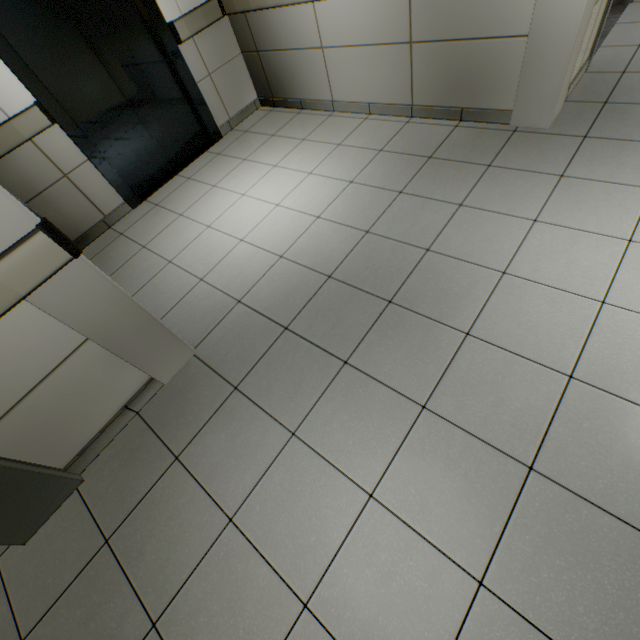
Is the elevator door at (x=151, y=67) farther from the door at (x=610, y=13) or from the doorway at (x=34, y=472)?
the door at (x=610, y=13)

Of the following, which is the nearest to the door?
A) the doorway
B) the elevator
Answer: the elevator

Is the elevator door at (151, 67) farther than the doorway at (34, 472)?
Yes

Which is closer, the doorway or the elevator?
the doorway

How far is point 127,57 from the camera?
3.23m

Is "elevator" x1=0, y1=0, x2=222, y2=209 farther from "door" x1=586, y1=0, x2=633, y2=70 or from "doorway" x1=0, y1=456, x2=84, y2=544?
"door" x1=586, y1=0, x2=633, y2=70

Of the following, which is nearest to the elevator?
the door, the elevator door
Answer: the elevator door
